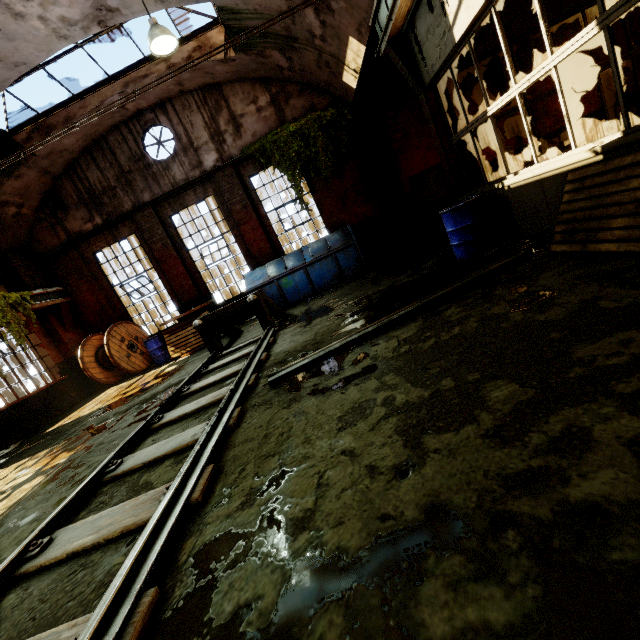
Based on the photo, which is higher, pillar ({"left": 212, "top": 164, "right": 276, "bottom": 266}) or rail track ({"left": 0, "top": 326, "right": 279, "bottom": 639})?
pillar ({"left": 212, "top": 164, "right": 276, "bottom": 266})

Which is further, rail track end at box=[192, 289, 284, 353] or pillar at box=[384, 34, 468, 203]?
rail track end at box=[192, 289, 284, 353]

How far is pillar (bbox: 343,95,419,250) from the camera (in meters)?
10.59

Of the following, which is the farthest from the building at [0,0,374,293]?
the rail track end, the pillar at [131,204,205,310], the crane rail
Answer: the rail track end

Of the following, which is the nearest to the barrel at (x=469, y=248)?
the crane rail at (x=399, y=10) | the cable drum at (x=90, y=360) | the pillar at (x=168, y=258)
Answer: the crane rail at (x=399, y=10)

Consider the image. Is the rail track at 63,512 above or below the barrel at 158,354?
below

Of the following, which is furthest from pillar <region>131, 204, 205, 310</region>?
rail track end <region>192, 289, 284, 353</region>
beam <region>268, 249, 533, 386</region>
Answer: beam <region>268, 249, 533, 386</region>

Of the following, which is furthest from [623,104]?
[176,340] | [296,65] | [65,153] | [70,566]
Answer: [65,153]
